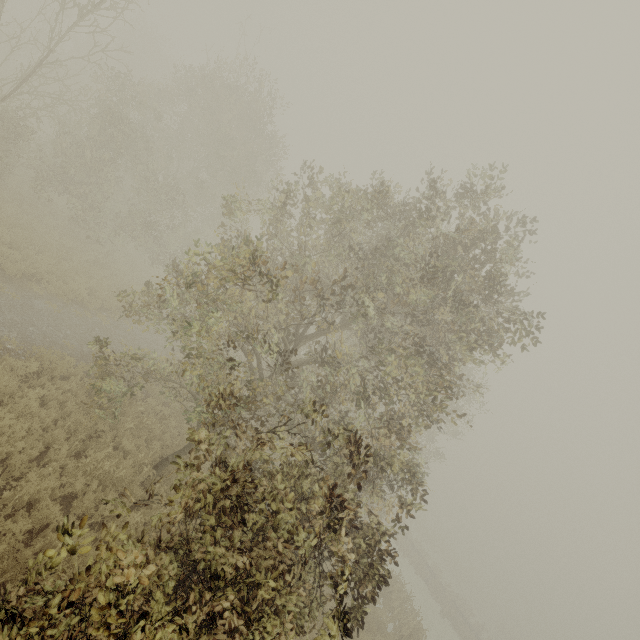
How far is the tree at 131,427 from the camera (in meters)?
10.33

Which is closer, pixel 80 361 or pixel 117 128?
pixel 80 361

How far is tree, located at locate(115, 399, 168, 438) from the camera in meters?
10.3 m

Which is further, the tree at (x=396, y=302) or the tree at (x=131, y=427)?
the tree at (x=131, y=427)

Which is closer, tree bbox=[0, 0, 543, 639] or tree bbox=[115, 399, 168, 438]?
tree bbox=[0, 0, 543, 639]

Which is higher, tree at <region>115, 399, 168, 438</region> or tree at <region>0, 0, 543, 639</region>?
tree at <region>0, 0, 543, 639</region>
